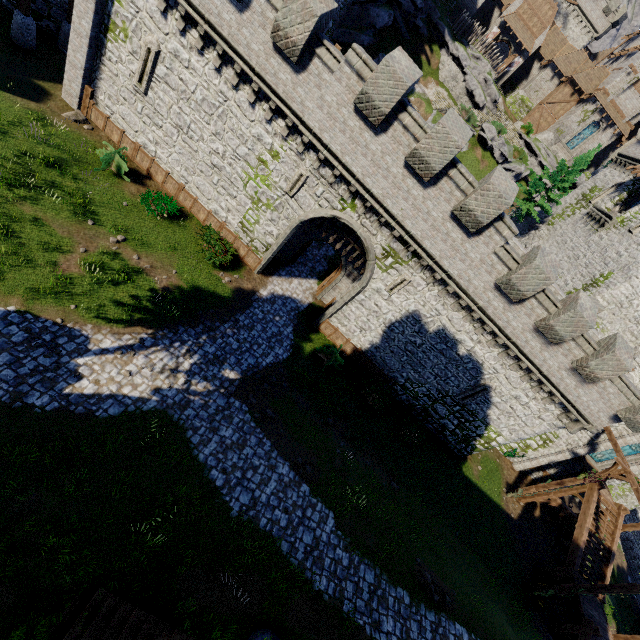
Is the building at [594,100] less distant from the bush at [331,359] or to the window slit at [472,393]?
the window slit at [472,393]

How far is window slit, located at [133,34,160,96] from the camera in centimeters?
1453cm

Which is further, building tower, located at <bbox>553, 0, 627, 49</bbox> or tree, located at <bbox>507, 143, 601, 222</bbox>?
building tower, located at <bbox>553, 0, 627, 49</bbox>

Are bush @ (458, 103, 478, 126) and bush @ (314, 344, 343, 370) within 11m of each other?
no

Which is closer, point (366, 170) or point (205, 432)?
point (205, 432)

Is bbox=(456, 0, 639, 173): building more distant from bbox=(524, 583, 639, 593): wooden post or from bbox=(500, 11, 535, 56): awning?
bbox=(524, 583, 639, 593): wooden post

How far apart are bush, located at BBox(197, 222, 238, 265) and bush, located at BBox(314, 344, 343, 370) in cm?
684

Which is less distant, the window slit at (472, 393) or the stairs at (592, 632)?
the stairs at (592, 632)
